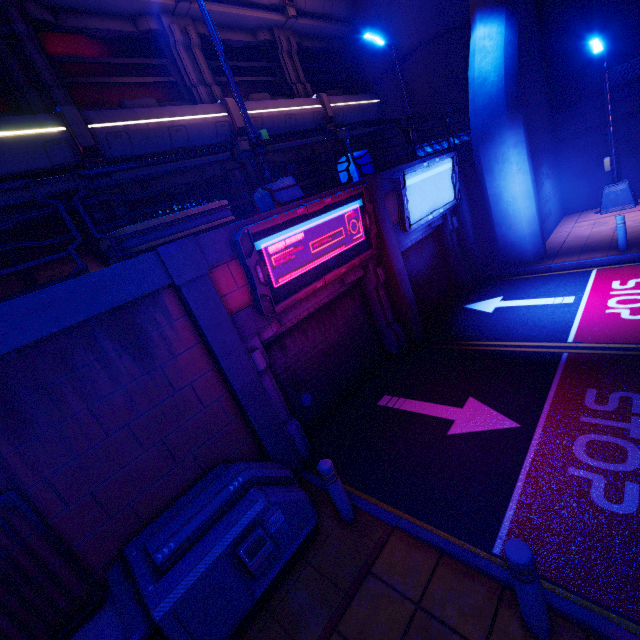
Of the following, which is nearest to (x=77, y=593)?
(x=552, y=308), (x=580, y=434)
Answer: (x=580, y=434)

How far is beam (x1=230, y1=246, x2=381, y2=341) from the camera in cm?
570

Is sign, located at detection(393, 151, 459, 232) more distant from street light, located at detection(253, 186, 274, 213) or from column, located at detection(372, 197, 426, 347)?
street light, located at detection(253, 186, 274, 213)

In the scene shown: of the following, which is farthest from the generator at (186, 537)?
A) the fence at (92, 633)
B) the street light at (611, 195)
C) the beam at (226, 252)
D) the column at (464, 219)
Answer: the street light at (611, 195)

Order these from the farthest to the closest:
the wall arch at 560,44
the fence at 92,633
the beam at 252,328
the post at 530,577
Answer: the wall arch at 560,44
the beam at 252,328
the fence at 92,633
the post at 530,577

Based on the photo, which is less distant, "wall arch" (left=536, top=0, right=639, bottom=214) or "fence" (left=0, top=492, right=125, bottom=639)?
"fence" (left=0, top=492, right=125, bottom=639)

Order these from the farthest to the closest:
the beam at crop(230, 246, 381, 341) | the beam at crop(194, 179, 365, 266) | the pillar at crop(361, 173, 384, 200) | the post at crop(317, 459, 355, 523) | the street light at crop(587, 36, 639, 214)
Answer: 1. the street light at crop(587, 36, 639, 214)
2. the pillar at crop(361, 173, 384, 200)
3. the beam at crop(230, 246, 381, 341)
4. the beam at crop(194, 179, 365, 266)
5. the post at crop(317, 459, 355, 523)

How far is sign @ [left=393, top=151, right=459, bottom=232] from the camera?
8.5m
